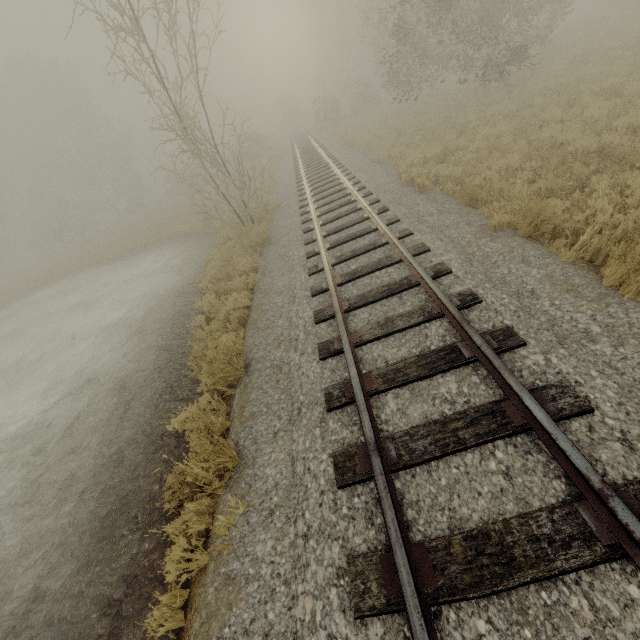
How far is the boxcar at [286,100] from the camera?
53.6m

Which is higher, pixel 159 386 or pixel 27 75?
pixel 27 75

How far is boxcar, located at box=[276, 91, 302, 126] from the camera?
53.56m
